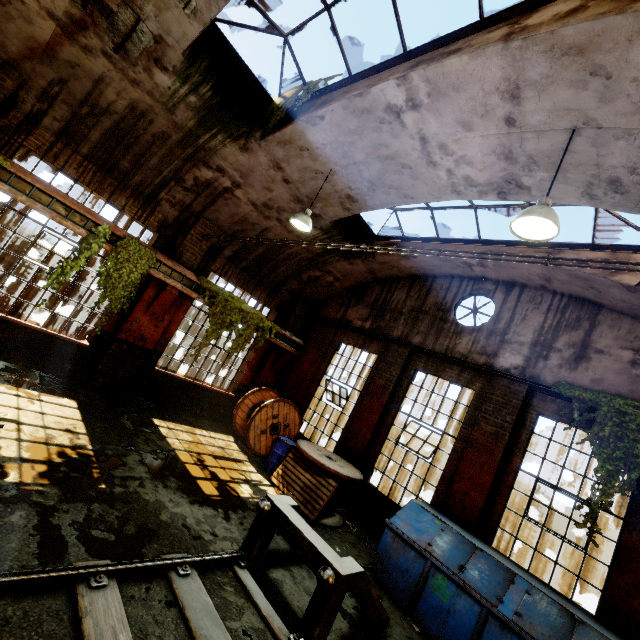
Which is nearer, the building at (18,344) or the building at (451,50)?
the building at (451,50)

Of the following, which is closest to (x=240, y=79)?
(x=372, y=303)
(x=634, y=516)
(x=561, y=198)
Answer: (x=561, y=198)

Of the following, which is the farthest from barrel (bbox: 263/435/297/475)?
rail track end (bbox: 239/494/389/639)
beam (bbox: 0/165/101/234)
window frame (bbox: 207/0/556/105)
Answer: window frame (bbox: 207/0/556/105)

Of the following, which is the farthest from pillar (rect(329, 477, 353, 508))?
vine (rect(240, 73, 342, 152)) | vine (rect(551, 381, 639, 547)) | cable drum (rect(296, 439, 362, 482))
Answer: vine (rect(240, 73, 342, 152))

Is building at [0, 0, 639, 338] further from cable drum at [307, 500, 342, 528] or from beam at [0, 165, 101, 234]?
cable drum at [307, 500, 342, 528]

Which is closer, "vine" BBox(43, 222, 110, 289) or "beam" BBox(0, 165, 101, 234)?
"beam" BBox(0, 165, 101, 234)

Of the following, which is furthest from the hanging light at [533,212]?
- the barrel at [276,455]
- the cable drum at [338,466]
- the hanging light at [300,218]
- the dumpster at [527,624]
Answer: the barrel at [276,455]

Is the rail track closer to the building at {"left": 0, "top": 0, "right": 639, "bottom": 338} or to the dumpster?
the dumpster
